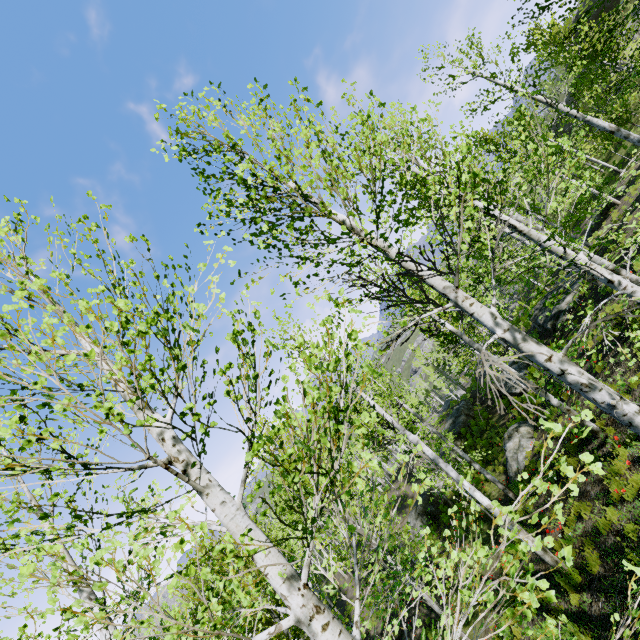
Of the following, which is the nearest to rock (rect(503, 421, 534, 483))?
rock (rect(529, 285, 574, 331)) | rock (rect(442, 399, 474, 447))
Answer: rock (rect(529, 285, 574, 331))

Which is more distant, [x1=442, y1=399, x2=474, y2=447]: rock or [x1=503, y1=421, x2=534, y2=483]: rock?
[x1=442, y1=399, x2=474, y2=447]: rock

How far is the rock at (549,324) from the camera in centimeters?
1750cm

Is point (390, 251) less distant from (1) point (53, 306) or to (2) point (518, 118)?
(1) point (53, 306)

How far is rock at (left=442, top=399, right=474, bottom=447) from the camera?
25.91m

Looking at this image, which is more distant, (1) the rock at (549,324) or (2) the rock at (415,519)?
(2) the rock at (415,519)

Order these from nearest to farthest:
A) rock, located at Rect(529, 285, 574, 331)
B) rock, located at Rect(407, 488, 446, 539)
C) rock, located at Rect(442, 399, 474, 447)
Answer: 1. rock, located at Rect(529, 285, 574, 331)
2. rock, located at Rect(407, 488, 446, 539)
3. rock, located at Rect(442, 399, 474, 447)
